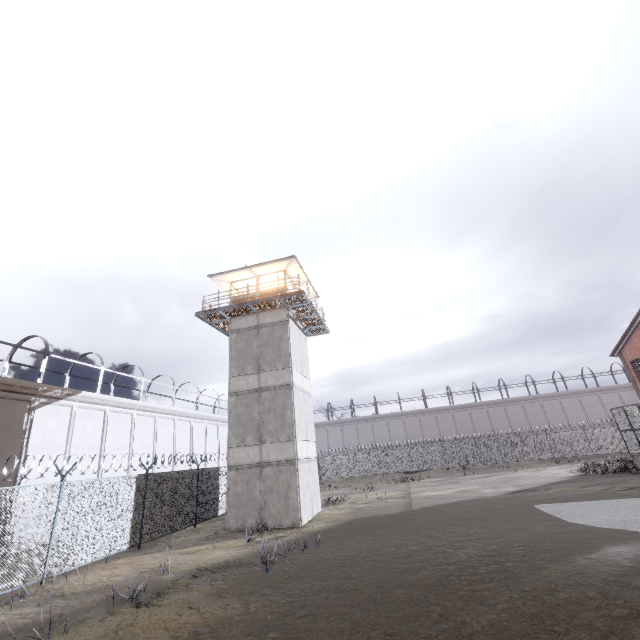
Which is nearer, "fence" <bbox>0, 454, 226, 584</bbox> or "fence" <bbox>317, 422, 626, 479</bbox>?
"fence" <bbox>0, 454, 226, 584</bbox>

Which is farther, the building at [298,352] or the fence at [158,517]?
the building at [298,352]

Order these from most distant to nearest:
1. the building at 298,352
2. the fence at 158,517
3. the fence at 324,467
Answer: the fence at 324,467
the building at 298,352
the fence at 158,517

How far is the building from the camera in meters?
16.4 m

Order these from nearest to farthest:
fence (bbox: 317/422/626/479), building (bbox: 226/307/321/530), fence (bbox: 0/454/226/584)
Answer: fence (bbox: 0/454/226/584)
building (bbox: 226/307/321/530)
fence (bbox: 317/422/626/479)

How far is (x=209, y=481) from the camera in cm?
1908

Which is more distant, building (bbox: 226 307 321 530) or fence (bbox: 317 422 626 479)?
fence (bbox: 317 422 626 479)

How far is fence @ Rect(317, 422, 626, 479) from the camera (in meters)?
36.69
